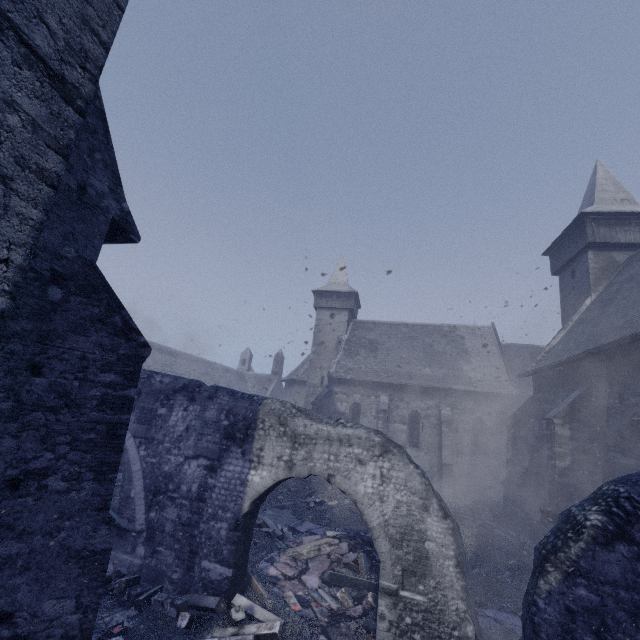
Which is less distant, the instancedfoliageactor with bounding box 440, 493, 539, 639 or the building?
the building

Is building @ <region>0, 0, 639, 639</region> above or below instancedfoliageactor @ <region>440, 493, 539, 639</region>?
above

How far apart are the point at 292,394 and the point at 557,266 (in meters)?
24.54

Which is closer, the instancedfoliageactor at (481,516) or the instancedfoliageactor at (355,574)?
the instancedfoliageactor at (355,574)

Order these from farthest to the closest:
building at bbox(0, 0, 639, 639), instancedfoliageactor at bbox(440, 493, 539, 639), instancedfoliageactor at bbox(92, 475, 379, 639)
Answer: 1. instancedfoliageactor at bbox(440, 493, 539, 639)
2. instancedfoliageactor at bbox(92, 475, 379, 639)
3. building at bbox(0, 0, 639, 639)

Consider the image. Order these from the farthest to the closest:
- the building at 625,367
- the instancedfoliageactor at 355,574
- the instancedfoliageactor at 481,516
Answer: the instancedfoliageactor at 481,516 → the instancedfoliageactor at 355,574 → the building at 625,367

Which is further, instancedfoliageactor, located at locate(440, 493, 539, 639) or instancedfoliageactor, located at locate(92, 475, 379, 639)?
instancedfoliageactor, located at locate(440, 493, 539, 639)
